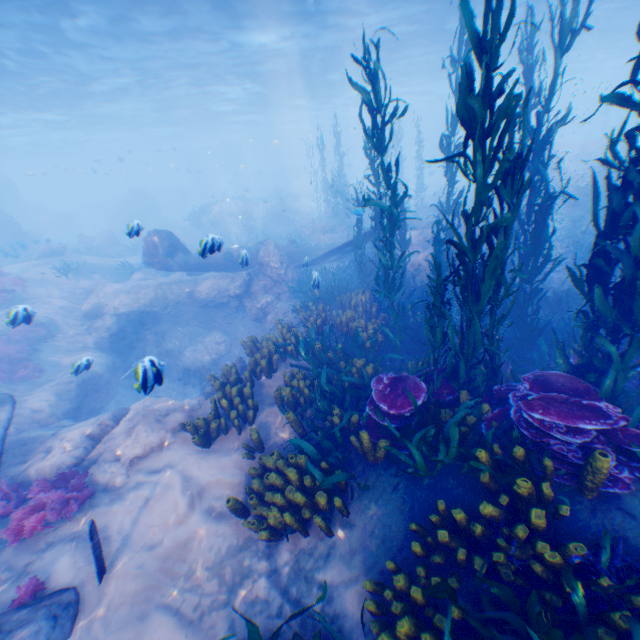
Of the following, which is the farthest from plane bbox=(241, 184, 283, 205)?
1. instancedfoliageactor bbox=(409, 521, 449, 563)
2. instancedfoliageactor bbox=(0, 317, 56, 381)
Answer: instancedfoliageactor bbox=(409, 521, 449, 563)

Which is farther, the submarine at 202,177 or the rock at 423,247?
the submarine at 202,177

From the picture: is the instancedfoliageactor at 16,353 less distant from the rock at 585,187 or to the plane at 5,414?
the rock at 585,187

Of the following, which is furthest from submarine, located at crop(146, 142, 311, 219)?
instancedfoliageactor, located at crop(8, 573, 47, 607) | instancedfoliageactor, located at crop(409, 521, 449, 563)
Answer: instancedfoliageactor, located at crop(409, 521, 449, 563)

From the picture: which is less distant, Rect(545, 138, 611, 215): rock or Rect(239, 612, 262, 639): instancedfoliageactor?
Rect(239, 612, 262, 639): instancedfoliageactor

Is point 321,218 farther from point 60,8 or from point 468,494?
point 468,494

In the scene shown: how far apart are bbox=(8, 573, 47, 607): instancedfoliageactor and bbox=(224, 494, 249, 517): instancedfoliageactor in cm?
274

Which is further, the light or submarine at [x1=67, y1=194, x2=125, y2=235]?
submarine at [x1=67, y1=194, x2=125, y2=235]
